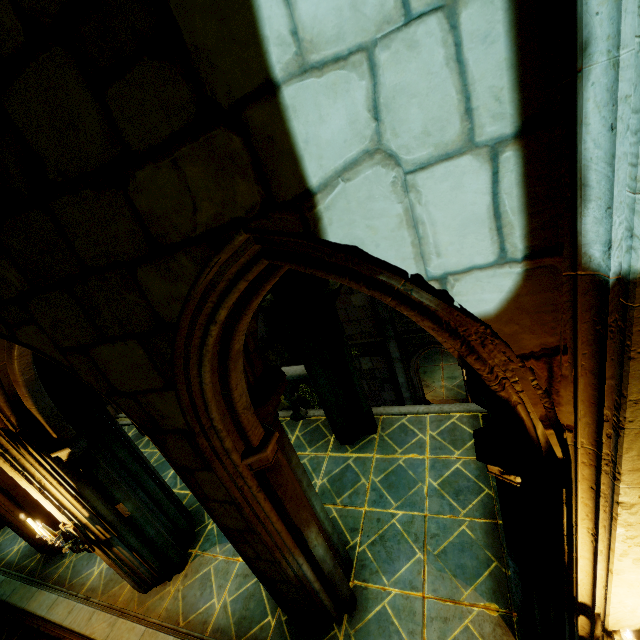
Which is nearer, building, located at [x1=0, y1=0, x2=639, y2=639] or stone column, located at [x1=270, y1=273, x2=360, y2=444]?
building, located at [x1=0, y1=0, x2=639, y2=639]

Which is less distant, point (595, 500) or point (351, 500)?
point (595, 500)

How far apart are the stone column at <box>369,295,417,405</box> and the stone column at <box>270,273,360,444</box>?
8.7 meters

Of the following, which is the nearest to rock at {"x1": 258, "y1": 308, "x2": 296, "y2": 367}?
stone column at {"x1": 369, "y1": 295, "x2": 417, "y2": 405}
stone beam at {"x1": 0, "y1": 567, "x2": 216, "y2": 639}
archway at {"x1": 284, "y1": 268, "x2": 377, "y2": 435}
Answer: archway at {"x1": 284, "y1": 268, "x2": 377, "y2": 435}

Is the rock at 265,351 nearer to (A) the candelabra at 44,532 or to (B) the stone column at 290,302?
(B) the stone column at 290,302

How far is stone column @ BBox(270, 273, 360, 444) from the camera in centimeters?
509cm

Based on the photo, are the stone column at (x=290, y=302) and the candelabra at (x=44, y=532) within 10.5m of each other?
yes

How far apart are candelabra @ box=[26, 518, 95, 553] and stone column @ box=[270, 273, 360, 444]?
3.9 meters
